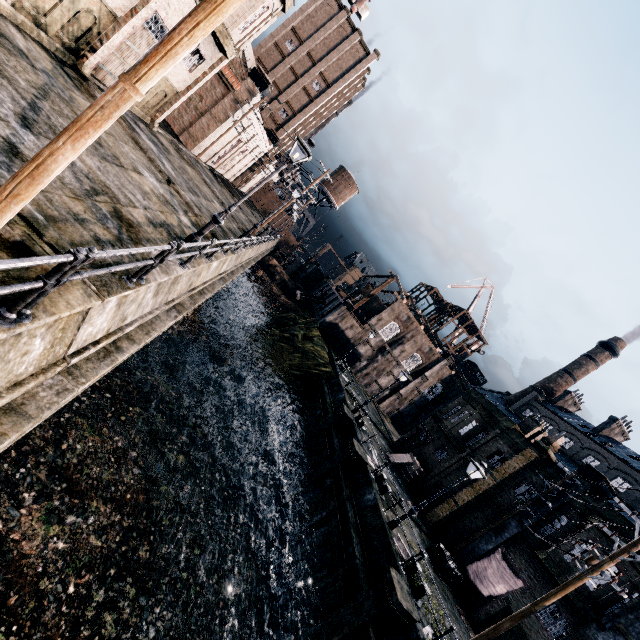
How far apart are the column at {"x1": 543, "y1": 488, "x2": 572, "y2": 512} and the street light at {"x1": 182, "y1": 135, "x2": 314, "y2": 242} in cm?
2436

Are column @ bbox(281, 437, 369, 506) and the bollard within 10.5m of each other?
yes

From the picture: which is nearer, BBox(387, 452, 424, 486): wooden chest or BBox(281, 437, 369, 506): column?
BBox(281, 437, 369, 506): column

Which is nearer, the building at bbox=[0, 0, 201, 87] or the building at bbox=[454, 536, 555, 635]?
the building at bbox=[0, 0, 201, 87]

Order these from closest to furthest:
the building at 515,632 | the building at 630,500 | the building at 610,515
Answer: the building at 515,632 < the building at 610,515 < the building at 630,500

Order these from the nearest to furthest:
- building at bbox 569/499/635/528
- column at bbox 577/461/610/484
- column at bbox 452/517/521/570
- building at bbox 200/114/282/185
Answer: building at bbox 569/499/635/528, column at bbox 577/461/610/484, column at bbox 452/517/521/570, building at bbox 200/114/282/185

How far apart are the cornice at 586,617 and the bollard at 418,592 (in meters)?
8.87

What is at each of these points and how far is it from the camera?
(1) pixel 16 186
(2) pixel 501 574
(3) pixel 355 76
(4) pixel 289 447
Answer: (1) electric pole, 3.5m
(2) cloth, 19.2m
(3) building, 49.3m
(4) column, 26.0m
